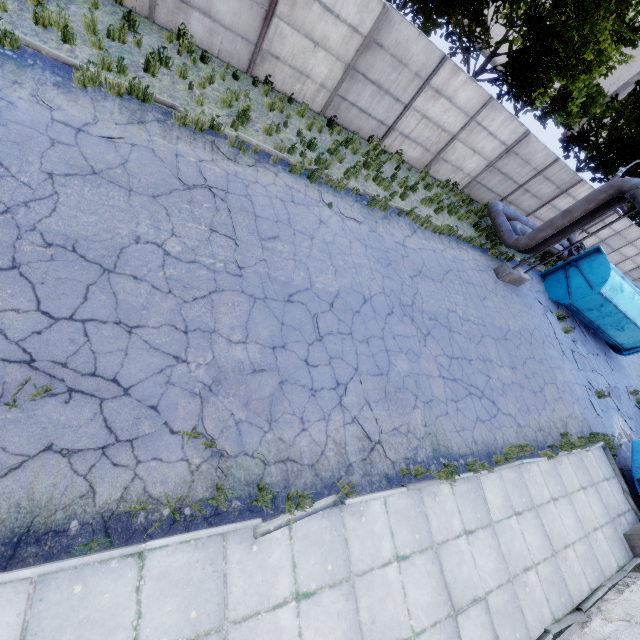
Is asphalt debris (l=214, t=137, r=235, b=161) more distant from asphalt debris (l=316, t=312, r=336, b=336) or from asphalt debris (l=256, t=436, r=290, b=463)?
asphalt debris (l=256, t=436, r=290, b=463)

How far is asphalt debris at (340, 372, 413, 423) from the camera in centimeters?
664cm

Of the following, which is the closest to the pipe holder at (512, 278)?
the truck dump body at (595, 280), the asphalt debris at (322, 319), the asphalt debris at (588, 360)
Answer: the asphalt debris at (588, 360)

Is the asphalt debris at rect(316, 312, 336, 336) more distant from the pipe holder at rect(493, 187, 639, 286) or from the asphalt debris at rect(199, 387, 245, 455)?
the pipe holder at rect(493, 187, 639, 286)

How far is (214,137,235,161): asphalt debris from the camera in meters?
8.0

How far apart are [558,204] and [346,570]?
22.31m

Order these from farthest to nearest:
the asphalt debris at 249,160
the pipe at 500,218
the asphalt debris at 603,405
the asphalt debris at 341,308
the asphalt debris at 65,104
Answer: the asphalt debris at 603,405 < the pipe at 500,218 < the asphalt debris at 249,160 < the asphalt debris at 341,308 < the asphalt debris at 65,104

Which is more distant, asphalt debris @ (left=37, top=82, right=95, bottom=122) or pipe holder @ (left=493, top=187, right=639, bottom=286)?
pipe holder @ (left=493, top=187, right=639, bottom=286)
